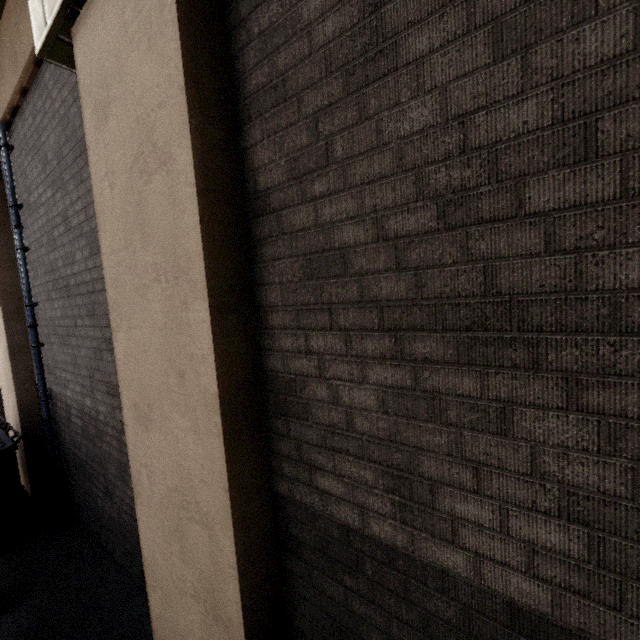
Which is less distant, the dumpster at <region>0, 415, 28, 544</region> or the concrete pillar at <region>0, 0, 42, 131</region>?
the concrete pillar at <region>0, 0, 42, 131</region>

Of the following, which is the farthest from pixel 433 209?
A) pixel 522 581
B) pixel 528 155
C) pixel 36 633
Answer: pixel 36 633

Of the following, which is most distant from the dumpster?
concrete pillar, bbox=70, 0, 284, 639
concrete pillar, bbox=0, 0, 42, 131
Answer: concrete pillar, bbox=70, 0, 284, 639

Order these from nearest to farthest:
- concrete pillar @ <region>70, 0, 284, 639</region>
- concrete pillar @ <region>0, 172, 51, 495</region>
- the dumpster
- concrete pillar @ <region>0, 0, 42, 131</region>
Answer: concrete pillar @ <region>70, 0, 284, 639</region>, concrete pillar @ <region>0, 0, 42, 131</region>, the dumpster, concrete pillar @ <region>0, 172, 51, 495</region>

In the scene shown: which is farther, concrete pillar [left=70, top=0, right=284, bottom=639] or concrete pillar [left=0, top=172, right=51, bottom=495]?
concrete pillar [left=0, top=172, right=51, bottom=495]

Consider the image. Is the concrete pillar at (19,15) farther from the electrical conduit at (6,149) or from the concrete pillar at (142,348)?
the concrete pillar at (142,348)

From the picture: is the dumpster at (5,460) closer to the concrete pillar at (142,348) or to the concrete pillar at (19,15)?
the concrete pillar at (19,15)

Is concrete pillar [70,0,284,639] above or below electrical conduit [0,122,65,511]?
below
